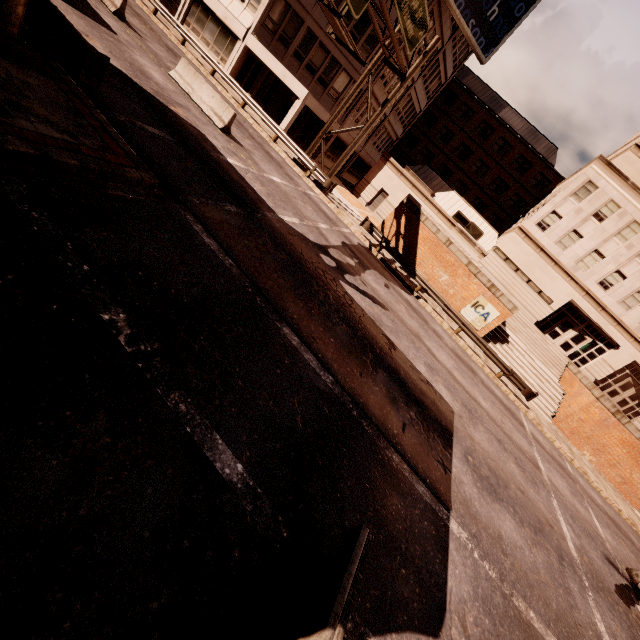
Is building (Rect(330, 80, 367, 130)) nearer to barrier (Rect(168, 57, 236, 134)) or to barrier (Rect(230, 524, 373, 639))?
barrier (Rect(168, 57, 236, 134))

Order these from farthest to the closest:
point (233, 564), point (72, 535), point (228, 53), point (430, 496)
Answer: point (228, 53), point (430, 496), point (233, 564), point (72, 535)

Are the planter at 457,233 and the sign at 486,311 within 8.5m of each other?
yes

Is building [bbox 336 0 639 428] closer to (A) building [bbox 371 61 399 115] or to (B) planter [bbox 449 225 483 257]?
(A) building [bbox 371 61 399 115]

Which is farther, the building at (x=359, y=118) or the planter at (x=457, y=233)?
the building at (x=359, y=118)

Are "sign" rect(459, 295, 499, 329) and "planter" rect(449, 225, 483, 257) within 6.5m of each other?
yes

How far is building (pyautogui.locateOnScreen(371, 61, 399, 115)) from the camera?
27.2m

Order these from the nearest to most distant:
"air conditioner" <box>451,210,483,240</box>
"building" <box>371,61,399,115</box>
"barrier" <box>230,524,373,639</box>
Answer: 1. "barrier" <box>230,524,373,639</box>
2. "building" <box>371,61,399,115</box>
3. "air conditioner" <box>451,210,483,240</box>
